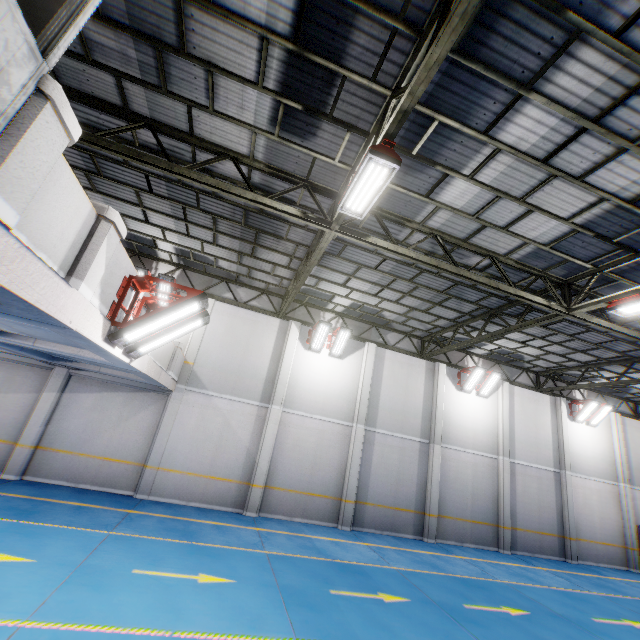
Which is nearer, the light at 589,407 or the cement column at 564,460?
the cement column at 564,460

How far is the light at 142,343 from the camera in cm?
505

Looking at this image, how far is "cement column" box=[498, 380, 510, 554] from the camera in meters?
14.8

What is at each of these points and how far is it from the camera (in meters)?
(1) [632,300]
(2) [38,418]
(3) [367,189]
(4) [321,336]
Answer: (1) light, 7.87
(2) cement column, 11.24
(3) light, 6.12
(4) light, 14.52

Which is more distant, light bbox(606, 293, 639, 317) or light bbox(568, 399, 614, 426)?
light bbox(568, 399, 614, 426)

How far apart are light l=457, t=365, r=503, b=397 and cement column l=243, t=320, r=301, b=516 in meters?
8.7

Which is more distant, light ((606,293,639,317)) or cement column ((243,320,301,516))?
cement column ((243,320,301,516))

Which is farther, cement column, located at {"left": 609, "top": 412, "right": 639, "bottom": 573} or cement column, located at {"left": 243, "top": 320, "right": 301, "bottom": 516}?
cement column, located at {"left": 609, "top": 412, "right": 639, "bottom": 573}
